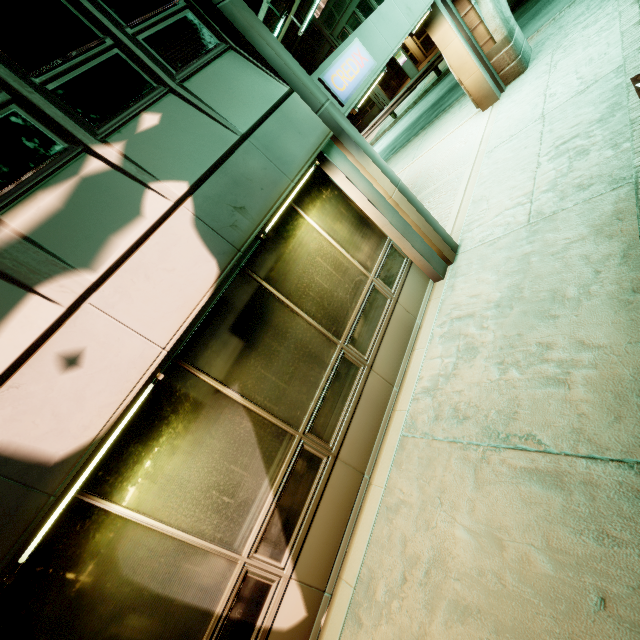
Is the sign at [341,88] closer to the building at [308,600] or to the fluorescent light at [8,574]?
the building at [308,600]

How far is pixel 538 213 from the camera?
4.9 meters

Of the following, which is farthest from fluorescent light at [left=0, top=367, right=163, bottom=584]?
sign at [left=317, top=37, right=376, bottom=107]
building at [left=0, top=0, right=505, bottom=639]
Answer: sign at [left=317, top=37, right=376, bottom=107]

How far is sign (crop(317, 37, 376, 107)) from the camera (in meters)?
4.91

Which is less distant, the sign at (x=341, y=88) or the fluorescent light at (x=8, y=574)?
the fluorescent light at (x=8, y=574)

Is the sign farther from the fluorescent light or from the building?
the fluorescent light
